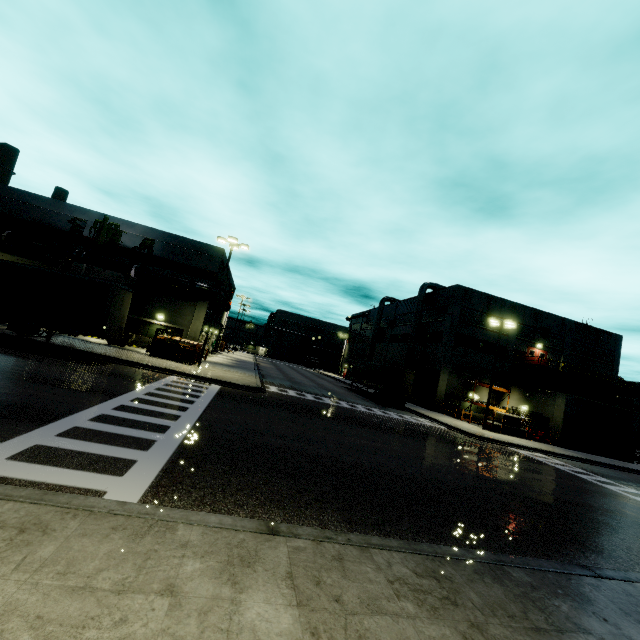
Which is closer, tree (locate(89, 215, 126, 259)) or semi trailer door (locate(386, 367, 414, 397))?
tree (locate(89, 215, 126, 259))

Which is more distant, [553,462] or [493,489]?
[553,462]

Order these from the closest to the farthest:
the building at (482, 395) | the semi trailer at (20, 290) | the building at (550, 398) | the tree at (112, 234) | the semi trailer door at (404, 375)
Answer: the semi trailer at (20, 290), the tree at (112, 234), the semi trailer door at (404, 375), the building at (550, 398), the building at (482, 395)

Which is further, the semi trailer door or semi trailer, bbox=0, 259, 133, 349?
the semi trailer door

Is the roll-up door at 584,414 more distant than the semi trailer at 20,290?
Yes

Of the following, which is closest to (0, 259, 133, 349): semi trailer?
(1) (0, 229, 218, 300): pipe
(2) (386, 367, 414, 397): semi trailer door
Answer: (2) (386, 367, 414, 397): semi trailer door

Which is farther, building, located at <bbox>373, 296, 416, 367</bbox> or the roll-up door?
building, located at <bbox>373, 296, 416, 367</bbox>

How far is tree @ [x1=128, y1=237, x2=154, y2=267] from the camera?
29.5m
